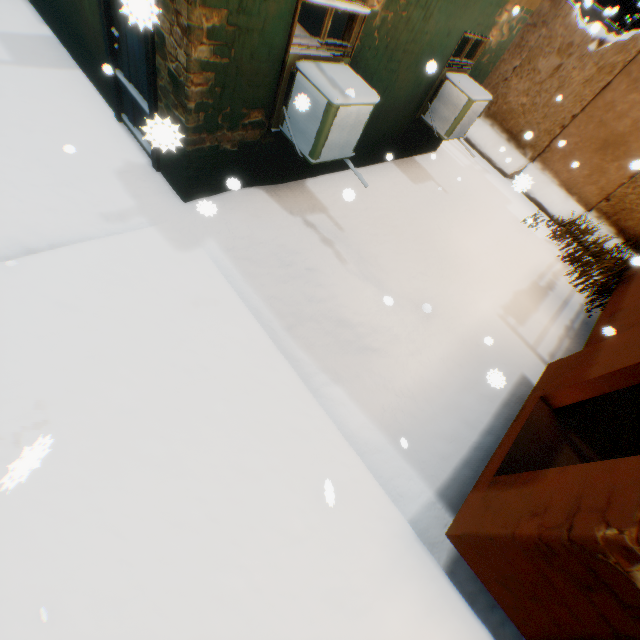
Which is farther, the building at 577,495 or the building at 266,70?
the building at 266,70

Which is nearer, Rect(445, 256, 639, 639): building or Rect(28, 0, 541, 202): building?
Rect(445, 256, 639, 639): building

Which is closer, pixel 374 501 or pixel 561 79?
pixel 374 501
